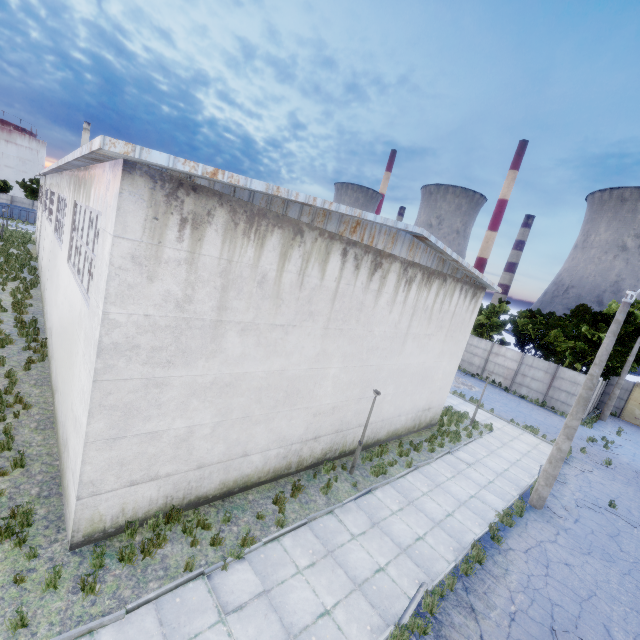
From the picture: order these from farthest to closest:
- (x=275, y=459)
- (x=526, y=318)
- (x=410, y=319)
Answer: (x=526, y=318), (x=410, y=319), (x=275, y=459)

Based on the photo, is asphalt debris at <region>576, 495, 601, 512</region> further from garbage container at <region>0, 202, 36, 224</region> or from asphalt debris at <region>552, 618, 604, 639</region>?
garbage container at <region>0, 202, 36, 224</region>

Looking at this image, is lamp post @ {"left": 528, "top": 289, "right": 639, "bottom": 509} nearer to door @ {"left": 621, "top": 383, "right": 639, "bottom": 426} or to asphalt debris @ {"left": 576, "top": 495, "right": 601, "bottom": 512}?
asphalt debris @ {"left": 576, "top": 495, "right": 601, "bottom": 512}

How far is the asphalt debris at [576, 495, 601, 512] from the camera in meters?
13.7

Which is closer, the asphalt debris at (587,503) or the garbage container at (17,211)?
the asphalt debris at (587,503)

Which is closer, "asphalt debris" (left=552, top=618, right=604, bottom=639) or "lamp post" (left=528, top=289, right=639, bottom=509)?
"asphalt debris" (left=552, top=618, right=604, bottom=639)

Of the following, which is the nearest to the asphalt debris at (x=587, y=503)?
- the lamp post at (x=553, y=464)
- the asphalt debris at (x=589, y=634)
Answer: the lamp post at (x=553, y=464)

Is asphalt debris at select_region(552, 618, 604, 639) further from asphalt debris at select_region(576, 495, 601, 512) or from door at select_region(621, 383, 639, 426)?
door at select_region(621, 383, 639, 426)
